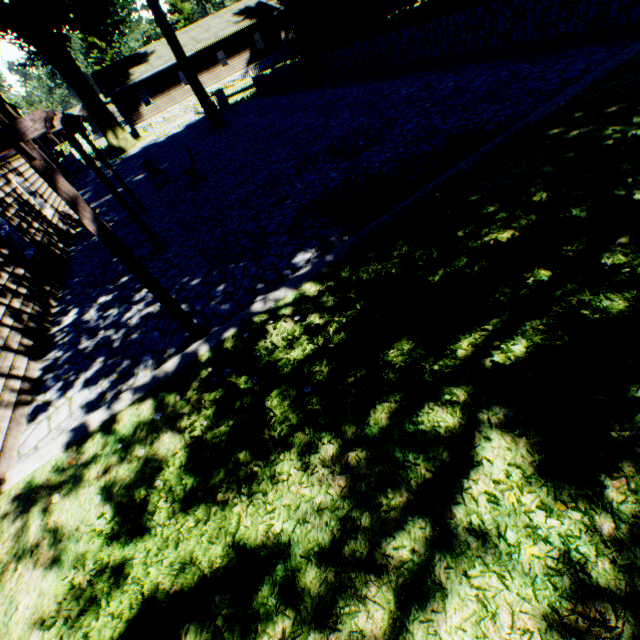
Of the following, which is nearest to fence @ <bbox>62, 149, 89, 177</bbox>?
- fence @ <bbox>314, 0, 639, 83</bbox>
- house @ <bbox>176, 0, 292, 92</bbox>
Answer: fence @ <bbox>314, 0, 639, 83</bbox>

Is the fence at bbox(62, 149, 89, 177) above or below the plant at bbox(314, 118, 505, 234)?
above

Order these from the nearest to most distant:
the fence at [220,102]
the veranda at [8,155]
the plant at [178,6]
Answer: the veranda at [8,155] < the plant at [178,6] < the fence at [220,102]

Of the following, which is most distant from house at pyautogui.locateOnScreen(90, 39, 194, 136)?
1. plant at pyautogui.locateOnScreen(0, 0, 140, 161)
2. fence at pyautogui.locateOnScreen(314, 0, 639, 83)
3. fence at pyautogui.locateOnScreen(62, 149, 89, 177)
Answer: fence at pyautogui.locateOnScreen(62, 149, 89, 177)

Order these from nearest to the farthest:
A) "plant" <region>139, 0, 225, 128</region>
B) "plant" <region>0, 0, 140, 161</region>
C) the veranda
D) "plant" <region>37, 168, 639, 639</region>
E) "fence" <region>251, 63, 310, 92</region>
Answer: "plant" <region>37, 168, 639, 639</region> → the veranda → "plant" <region>139, 0, 225, 128</region> → "fence" <region>251, 63, 310, 92</region> → "plant" <region>0, 0, 140, 161</region>

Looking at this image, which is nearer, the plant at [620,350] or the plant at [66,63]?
the plant at [620,350]

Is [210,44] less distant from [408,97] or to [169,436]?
[408,97]

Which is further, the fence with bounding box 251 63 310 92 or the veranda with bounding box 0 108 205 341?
the fence with bounding box 251 63 310 92
